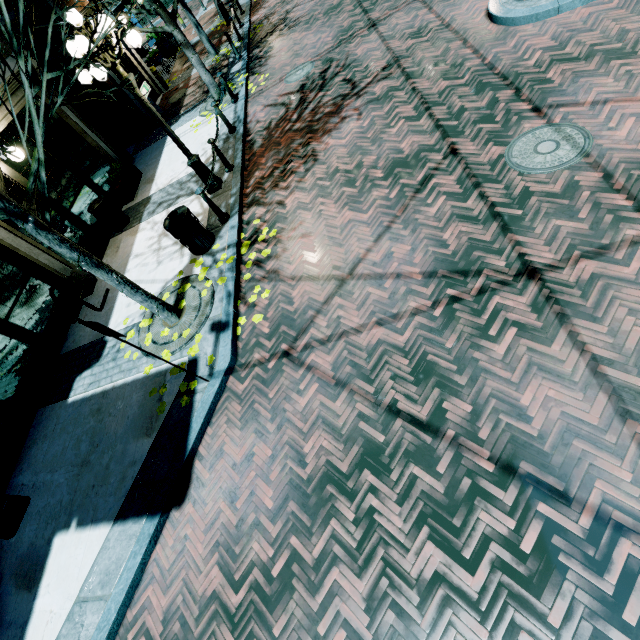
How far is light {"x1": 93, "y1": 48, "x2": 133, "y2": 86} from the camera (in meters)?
5.62

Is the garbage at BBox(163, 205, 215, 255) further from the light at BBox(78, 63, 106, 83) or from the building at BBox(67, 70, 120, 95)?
the building at BBox(67, 70, 120, 95)

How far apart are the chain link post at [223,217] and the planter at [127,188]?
3.7m

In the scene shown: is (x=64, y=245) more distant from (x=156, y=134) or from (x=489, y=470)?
(x=156, y=134)

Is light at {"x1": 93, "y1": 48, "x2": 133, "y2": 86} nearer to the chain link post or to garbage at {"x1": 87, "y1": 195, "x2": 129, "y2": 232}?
the chain link post

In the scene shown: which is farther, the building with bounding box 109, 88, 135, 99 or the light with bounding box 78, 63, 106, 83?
the building with bounding box 109, 88, 135, 99

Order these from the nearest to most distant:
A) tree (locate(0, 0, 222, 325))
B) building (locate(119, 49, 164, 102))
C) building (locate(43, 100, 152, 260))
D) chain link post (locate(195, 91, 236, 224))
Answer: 1. tree (locate(0, 0, 222, 325))
2. chain link post (locate(195, 91, 236, 224))
3. building (locate(43, 100, 152, 260))
4. building (locate(119, 49, 164, 102))

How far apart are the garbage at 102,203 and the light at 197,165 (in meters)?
2.95
